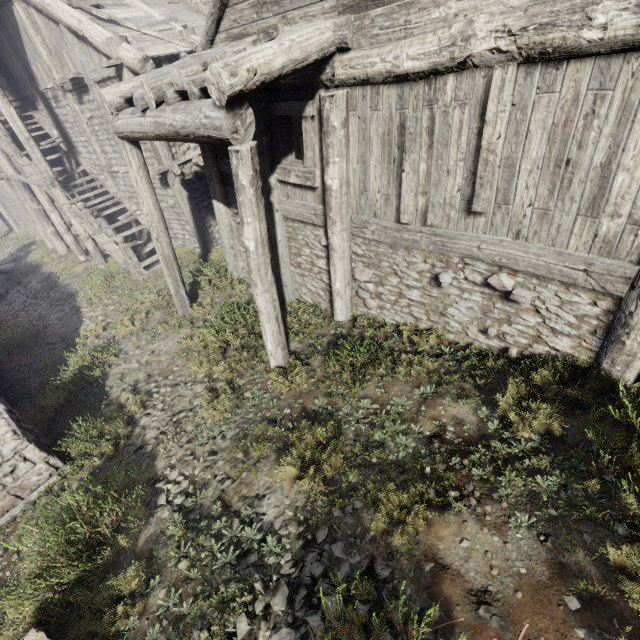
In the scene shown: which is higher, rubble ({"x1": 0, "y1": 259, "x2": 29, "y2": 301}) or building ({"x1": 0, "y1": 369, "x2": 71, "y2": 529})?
A: building ({"x1": 0, "y1": 369, "x2": 71, "y2": 529})

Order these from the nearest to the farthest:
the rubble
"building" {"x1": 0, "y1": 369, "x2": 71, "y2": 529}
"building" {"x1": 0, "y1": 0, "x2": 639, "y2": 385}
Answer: "building" {"x1": 0, "y1": 0, "x2": 639, "y2": 385}
"building" {"x1": 0, "y1": 369, "x2": 71, "y2": 529}
the rubble

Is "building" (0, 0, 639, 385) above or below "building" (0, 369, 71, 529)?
above

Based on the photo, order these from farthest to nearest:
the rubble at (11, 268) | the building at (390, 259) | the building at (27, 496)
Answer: the rubble at (11, 268)
the building at (27, 496)
the building at (390, 259)

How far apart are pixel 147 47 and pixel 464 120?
10.6 meters

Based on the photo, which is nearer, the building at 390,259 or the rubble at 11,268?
the building at 390,259

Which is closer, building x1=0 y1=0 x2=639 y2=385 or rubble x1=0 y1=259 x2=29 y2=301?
building x1=0 y1=0 x2=639 y2=385

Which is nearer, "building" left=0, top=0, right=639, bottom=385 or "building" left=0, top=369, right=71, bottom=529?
"building" left=0, top=0, right=639, bottom=385
